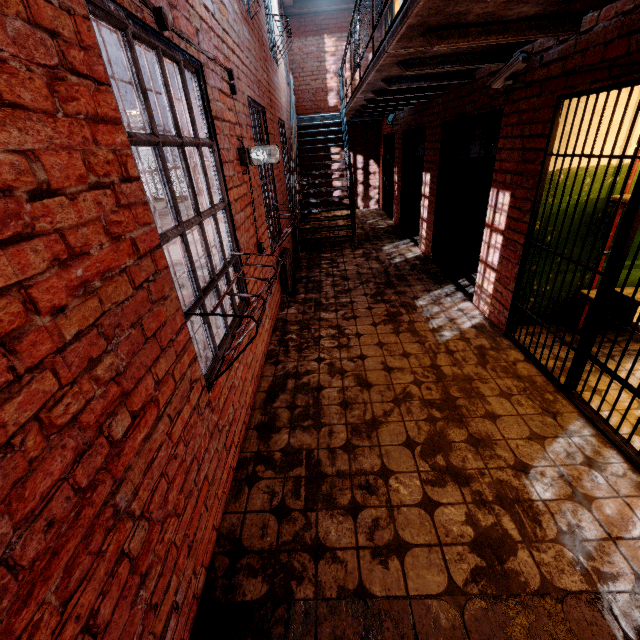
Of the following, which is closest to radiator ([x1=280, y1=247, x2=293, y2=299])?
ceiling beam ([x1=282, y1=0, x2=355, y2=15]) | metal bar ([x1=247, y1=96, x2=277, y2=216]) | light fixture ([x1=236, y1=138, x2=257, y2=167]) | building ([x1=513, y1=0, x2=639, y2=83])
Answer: metal bar ([x1=247, y1=96, x2=277, y2=216])

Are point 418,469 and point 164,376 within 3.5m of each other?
yes

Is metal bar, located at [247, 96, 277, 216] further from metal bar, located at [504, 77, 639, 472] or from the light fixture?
metal bar, located at [504, 77, 639, 472]

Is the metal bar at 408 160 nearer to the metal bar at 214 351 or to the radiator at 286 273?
the radiator at 286 273

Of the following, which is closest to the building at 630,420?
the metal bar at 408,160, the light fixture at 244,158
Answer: the metal bar at 408,160

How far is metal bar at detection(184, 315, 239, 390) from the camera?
2.19m

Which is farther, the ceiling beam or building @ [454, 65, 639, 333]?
the ceiling beam

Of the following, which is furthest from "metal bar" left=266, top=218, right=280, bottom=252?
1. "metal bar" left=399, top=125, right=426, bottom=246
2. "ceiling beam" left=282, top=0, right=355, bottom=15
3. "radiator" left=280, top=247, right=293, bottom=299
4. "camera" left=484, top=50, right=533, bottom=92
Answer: "ceiling beam" left=282, top=0, right=355, bottom=15
